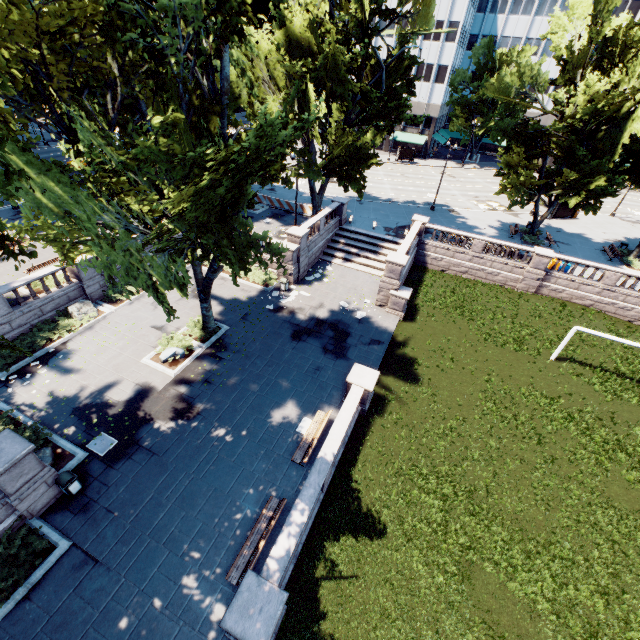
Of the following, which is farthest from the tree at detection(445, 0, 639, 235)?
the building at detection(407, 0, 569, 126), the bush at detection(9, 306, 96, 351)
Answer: the bush at detection(9, 306, 96, 351)

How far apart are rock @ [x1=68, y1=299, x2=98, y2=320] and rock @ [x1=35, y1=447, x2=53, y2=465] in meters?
8.9 m

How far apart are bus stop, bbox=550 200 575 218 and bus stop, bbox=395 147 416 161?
25.48m

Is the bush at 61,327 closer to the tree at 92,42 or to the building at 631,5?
the tree at 92,42

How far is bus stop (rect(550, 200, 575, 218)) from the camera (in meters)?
39.40

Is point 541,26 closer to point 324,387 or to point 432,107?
point 432,107

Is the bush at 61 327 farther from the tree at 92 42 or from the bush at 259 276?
the tree at 92 42

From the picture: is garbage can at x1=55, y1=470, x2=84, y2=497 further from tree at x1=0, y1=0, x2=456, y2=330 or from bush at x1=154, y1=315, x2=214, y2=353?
bush at x1=154, y1=315, x2=214, y2=353
